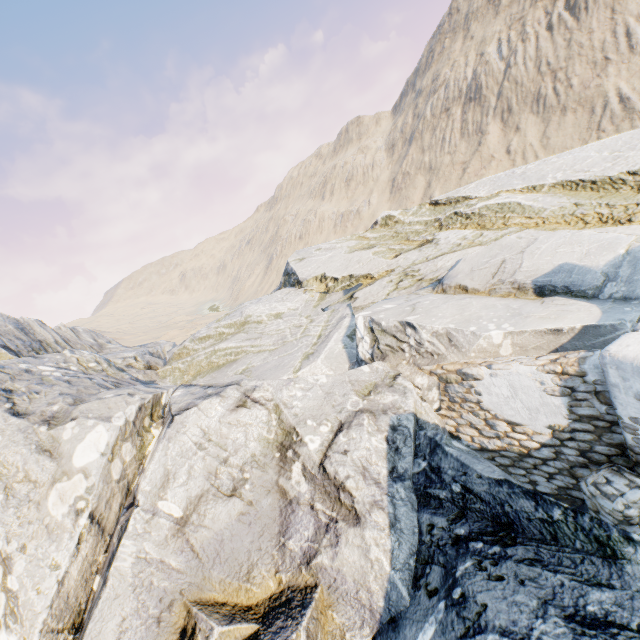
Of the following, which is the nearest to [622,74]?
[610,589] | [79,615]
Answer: [610,589]
